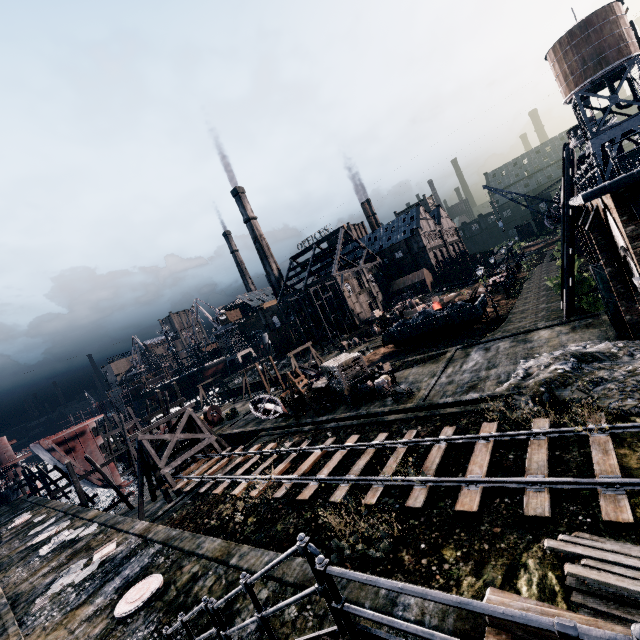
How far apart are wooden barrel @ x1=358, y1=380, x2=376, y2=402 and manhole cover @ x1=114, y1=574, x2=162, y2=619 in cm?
1573

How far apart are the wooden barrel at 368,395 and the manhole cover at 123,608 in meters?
15.7 m

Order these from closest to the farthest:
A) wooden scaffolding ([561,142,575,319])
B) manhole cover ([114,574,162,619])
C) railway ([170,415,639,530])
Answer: railway ([170,415,639,530])
manhole cover ([114,574,162,619])
wooden scaffolding ([561,142,575,319])

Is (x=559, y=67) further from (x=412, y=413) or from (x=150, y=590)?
(x=150, y=590)

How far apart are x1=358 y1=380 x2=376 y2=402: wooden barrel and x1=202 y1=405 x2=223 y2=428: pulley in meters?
22.5 m

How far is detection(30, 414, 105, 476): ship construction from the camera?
34.3 meters

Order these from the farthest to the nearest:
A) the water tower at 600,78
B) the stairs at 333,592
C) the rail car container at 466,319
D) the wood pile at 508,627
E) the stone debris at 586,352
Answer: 1. the water tower at 600,78
2. the rail car container at 466,319
3. the stone debris at 586,352
4. the wood pile at 508,627
5. the stairs at 333,592

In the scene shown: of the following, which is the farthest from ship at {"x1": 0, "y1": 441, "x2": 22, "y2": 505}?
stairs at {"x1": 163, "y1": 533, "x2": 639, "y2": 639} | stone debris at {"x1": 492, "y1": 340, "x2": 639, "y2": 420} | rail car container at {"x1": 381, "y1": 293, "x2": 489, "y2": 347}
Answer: stone debris at {"x1": 492, "y1": 340, "x2": 639, "y2": 420}
